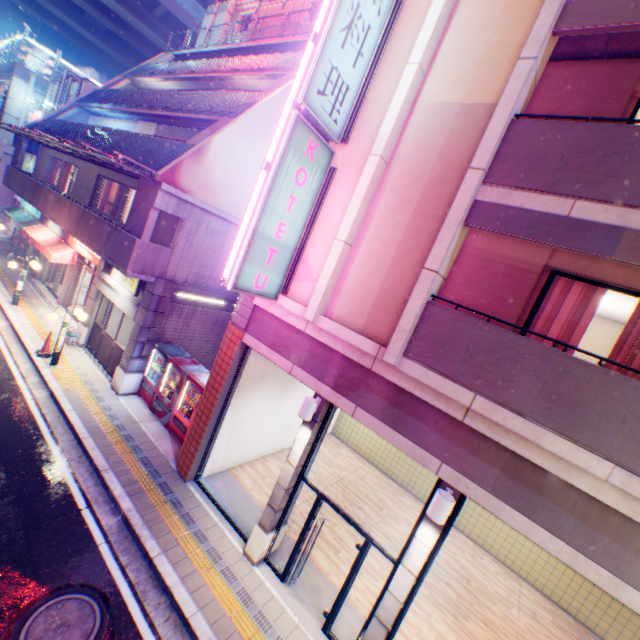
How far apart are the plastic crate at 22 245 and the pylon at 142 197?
15.79m

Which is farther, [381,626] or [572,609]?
[572,609]

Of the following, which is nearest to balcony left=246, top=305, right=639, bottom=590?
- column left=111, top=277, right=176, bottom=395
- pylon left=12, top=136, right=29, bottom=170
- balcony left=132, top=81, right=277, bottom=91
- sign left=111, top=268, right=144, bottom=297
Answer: column left=111, top=277, right=176, bottom=395

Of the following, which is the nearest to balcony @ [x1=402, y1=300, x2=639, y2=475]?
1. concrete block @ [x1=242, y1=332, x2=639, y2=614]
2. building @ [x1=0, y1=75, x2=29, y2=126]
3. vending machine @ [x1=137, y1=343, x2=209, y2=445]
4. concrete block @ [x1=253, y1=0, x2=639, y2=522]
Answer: concrete block @ [x1=253, y1=0, x2=639, y2=522]

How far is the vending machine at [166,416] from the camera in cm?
1007

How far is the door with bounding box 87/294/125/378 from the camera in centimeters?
1198cm

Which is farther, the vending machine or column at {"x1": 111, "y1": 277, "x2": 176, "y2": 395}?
column at {"x1": 111, "y1": 277, "x2": 176, "y2": 395}

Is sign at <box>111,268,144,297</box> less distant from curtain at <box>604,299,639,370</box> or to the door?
the door
